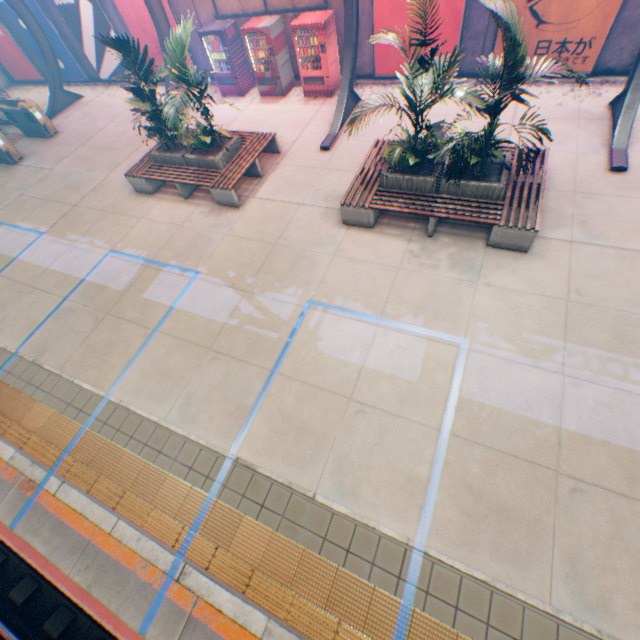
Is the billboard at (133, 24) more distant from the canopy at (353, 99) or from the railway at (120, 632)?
the railway at (120, 632)

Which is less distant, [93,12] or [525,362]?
[525,362]

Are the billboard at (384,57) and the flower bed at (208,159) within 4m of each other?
no

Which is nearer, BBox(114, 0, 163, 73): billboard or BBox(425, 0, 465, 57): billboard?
BBox(425, 0, 465, 57): billboard

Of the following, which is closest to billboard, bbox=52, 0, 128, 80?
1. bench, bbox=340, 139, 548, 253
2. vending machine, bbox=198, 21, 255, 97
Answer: vending machine, bbox=198, 21, 255, 97

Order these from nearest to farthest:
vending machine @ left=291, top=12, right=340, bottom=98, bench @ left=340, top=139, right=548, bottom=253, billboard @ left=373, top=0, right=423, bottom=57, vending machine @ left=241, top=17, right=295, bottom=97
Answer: bench @ left=340, top=139, right=548, bottom=253 → billboard @ left=373, top=0, right=423, bottom=57 → vending machine @ left=291, top=12, right=340, bottom=98 → vending machine @ left=241, top=17, right=295, bottom=97

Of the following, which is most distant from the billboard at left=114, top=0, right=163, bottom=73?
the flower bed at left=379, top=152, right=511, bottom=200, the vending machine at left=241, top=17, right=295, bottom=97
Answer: the flower bed at left=379, top=152, right=511, bottom=200

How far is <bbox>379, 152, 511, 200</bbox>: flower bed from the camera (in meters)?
6.38
